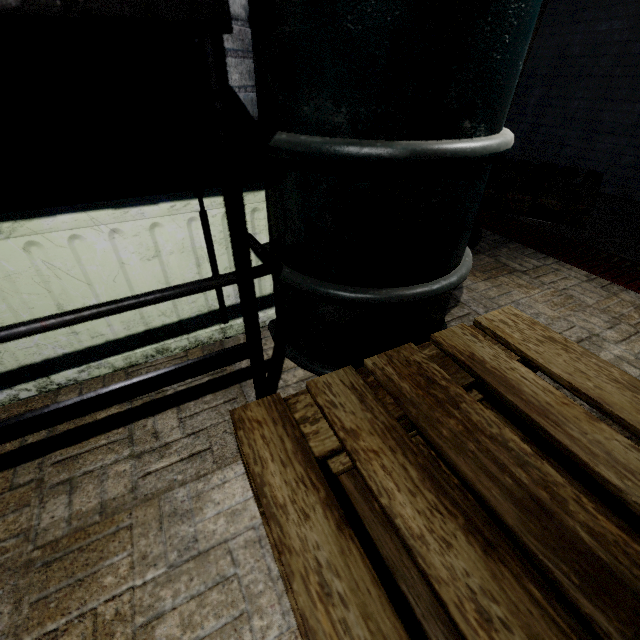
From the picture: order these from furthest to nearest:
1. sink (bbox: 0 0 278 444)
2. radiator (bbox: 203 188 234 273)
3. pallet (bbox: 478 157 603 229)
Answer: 1. pallet (bbox: 478 157 603 229)
2. radiator (bbox: 203 188 234 273)
3. sink (bbox: 0 0 278 444)

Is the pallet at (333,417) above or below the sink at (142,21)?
below

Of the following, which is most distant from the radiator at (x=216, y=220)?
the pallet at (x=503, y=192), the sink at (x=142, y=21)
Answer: the pallet at (x=503, y=192)

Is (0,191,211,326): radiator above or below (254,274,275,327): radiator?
above

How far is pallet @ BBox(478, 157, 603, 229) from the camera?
2.27m

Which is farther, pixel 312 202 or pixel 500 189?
pixel 500 189

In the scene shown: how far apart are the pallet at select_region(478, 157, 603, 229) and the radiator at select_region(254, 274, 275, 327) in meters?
2.1
